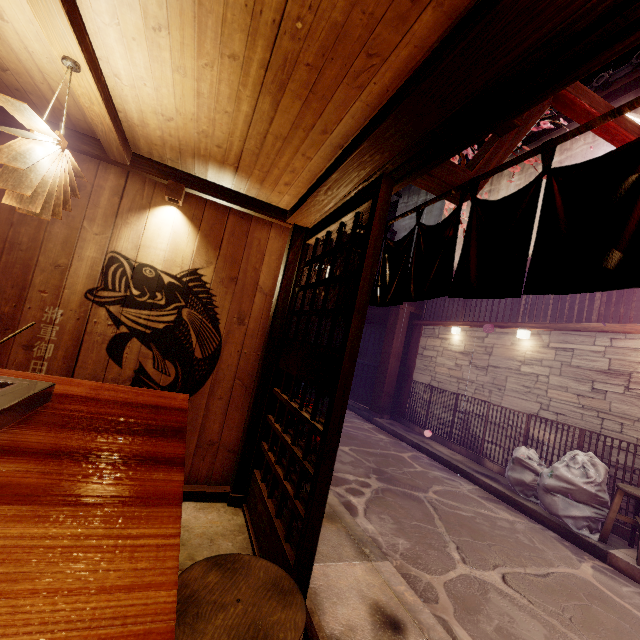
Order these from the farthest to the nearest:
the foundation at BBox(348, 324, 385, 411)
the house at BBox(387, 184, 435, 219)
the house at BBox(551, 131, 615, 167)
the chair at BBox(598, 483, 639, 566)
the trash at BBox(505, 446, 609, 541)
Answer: the house at BBox(387, 184, 435, 219) < the foundation at BBox(348, 324, 385, 411) < the house at BBox(551, 131, 615, 167) < the trash at BBox(505, 446, 609, 541) < the chair at BBox(598, 483, 639, 566)

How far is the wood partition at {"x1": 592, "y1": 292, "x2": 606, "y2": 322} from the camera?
9.8m

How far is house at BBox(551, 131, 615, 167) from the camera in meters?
11.0 m

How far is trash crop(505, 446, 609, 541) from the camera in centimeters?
774cm

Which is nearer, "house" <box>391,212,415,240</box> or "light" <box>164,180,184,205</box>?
"light" <box>164,180,184,205</box>

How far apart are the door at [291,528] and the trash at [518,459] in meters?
7.0

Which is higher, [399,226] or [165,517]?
[399,226]

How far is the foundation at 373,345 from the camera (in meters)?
18.23
